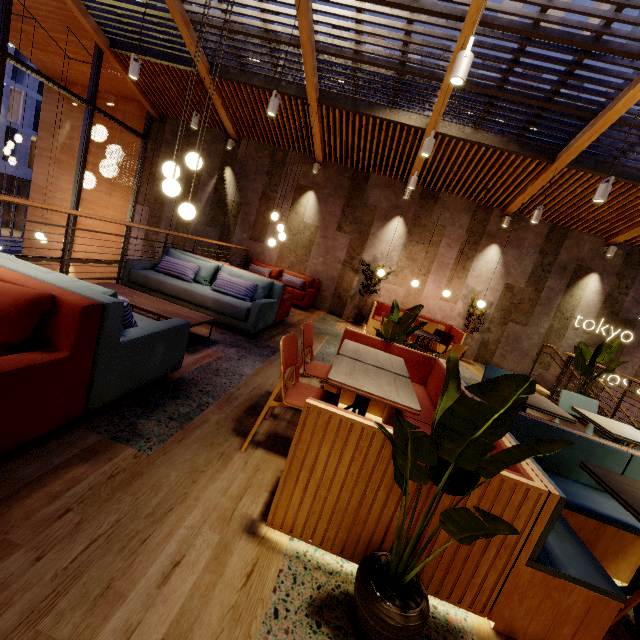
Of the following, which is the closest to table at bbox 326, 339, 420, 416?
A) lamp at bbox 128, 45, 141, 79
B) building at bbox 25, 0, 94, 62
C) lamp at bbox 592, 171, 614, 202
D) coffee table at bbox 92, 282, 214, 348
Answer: building at bbox 25, 0, 94, 62

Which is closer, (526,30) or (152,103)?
(526,30)

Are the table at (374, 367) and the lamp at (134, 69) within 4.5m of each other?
no

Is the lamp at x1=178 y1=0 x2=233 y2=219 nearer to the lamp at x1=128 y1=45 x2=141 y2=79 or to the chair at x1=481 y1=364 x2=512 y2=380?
the lamp at x1=128 y1=45 x2=141 y2=79

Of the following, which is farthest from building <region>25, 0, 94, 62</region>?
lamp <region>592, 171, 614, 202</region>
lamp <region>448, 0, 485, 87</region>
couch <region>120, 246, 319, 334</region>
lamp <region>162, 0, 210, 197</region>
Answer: lamp <region>448, 0, 485, 87</region>

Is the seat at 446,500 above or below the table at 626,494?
below

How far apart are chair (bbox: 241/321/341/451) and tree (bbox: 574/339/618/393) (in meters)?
6.04

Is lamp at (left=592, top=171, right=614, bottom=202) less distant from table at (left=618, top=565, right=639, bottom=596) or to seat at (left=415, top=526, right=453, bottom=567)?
seat at (left=415, top=526, right=453, bottom=567)
